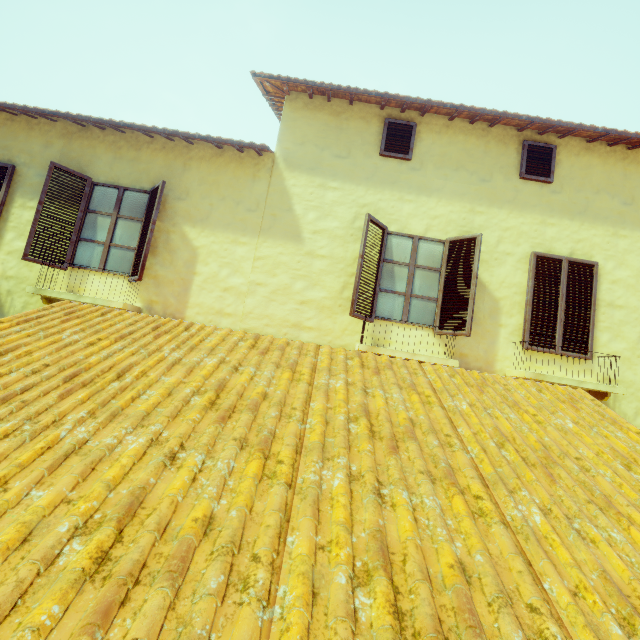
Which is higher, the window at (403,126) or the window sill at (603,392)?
the window at (403,126)

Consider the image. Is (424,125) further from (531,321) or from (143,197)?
(143,197)

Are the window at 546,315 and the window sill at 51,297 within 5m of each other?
no

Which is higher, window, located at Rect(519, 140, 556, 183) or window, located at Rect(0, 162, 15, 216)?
window, located at Rect(519, 140, 556, 183)

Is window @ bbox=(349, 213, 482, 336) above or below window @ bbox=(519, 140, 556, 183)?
below

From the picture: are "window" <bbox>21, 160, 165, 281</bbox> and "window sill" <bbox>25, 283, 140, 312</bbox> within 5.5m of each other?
yes

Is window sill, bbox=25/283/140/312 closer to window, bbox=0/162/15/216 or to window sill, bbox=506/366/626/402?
window, bbox=0/162/15/216

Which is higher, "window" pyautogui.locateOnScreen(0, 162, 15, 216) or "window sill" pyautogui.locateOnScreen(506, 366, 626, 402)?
"window" pyautogui.locateOnScreen(0, 162, 15, 216)
